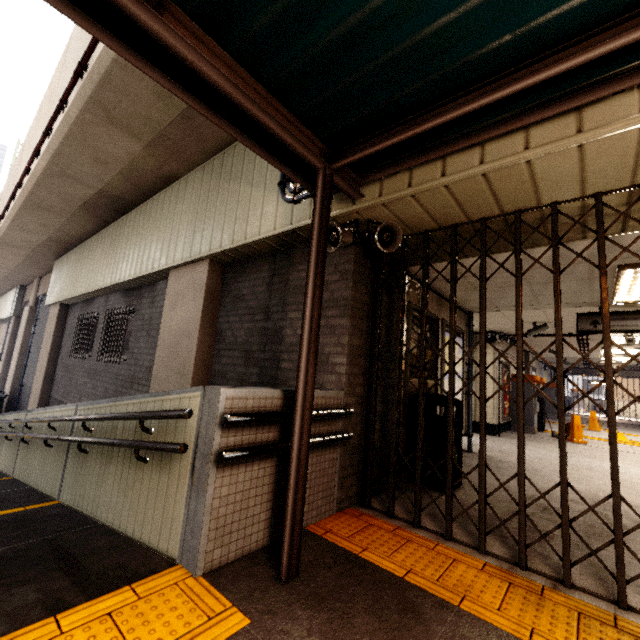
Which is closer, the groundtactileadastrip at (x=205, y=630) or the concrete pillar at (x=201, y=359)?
the groundtactileadastrip at (x=205, y=630)

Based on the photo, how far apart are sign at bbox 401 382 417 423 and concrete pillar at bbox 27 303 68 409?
12.3m

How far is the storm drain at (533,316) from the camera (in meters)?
6.63

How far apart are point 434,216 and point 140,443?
3.4m

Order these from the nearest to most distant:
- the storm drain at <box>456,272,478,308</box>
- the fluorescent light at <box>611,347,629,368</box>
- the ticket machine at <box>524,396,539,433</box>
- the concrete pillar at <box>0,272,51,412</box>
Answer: the storm drain at <box>456,272,478,308</box>, the ticket machine at <box>524,396,539,433</box>, the fluorescent light at <box>611,347,629,368</box>, the concrete pillar at <box>0,272,51,412</box>

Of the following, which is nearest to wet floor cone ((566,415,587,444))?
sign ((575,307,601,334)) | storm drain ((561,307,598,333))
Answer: storm drain ((561,307,598,333))

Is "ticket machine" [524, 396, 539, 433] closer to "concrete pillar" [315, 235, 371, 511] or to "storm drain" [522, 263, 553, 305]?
"storm drain" [522, 263, 553, 305]

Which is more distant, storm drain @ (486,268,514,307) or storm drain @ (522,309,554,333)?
storm drain @ (522,309,554,333)
